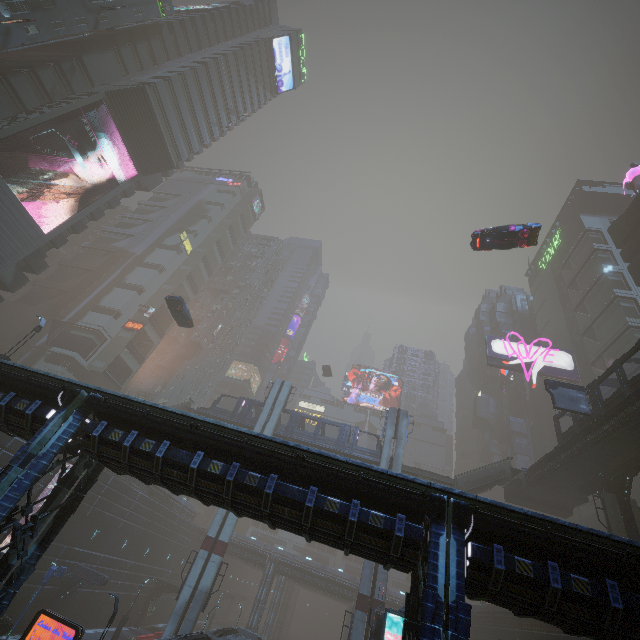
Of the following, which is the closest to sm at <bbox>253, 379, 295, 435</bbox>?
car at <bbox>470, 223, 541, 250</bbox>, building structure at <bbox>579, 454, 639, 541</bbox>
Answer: building structure at <bbox>579, 454, 639, 541</bbox>

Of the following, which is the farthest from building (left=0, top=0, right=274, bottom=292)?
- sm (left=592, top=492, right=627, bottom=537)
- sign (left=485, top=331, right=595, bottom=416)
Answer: sm (left=592, top=492, right=627, bottom=537)

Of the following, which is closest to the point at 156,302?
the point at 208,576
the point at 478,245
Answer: the point at 208,576

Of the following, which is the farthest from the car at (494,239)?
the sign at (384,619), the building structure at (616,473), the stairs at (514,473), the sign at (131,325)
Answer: the stairs at (514,473)

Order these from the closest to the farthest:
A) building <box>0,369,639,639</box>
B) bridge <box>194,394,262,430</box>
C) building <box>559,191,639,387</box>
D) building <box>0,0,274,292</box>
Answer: building <box>0,369,639,639</box> → building <box>0,0,274,292</box> → bridge <box>194,394,262,430</box> → building <box>559,191,639,387</box>

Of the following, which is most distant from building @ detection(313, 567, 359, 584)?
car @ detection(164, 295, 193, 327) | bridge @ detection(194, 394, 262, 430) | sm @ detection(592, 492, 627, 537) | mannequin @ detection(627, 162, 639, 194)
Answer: bridge @ detection(194, 394, 262, 430)

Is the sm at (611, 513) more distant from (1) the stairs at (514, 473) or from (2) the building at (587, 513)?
(1) the stairs at (514, 473)

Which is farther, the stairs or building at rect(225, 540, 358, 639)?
building at rect(225, 540, 358, 639)
